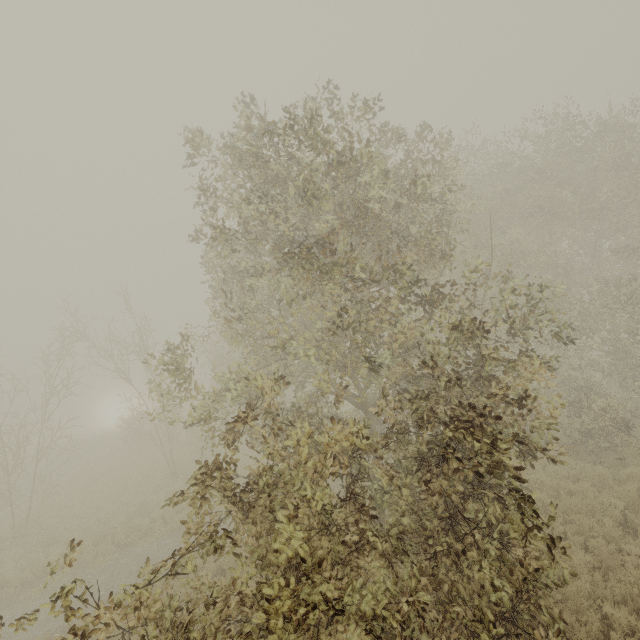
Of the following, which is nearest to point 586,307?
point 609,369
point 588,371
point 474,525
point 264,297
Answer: point 588,371
